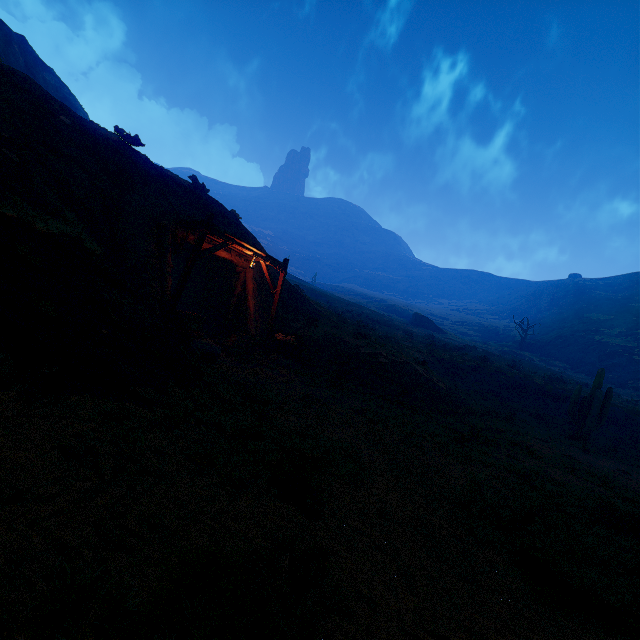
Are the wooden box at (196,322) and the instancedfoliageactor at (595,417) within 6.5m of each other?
no

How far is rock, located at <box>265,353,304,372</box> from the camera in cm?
1427

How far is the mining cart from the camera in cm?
1469

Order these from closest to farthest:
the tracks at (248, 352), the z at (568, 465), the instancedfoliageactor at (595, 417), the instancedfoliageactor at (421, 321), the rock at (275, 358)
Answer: the z at (568, 465) → the tracks at (248, 352) → the rock at (275, 358) → the instancedfoliageactor at (595, 417) → the instancedfoliageactor at (421, 321)

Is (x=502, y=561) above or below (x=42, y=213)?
below

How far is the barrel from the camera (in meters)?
10.49

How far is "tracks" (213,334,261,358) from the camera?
12.33m

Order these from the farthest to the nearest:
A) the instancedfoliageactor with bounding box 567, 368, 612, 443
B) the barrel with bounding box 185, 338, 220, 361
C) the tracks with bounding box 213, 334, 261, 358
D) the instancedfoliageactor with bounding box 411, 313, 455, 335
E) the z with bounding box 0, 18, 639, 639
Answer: the instancedfoliageactor with bounding box 411, 313, 455, 335
the instancedfoliageactor with bounding box 567, 368, 612, 443
the tracks with bounding box 213, 334, 261, 358
the barrel with bounding box 185, 338, 220, 361
the z with bounding box 0, 18, 639, 639
